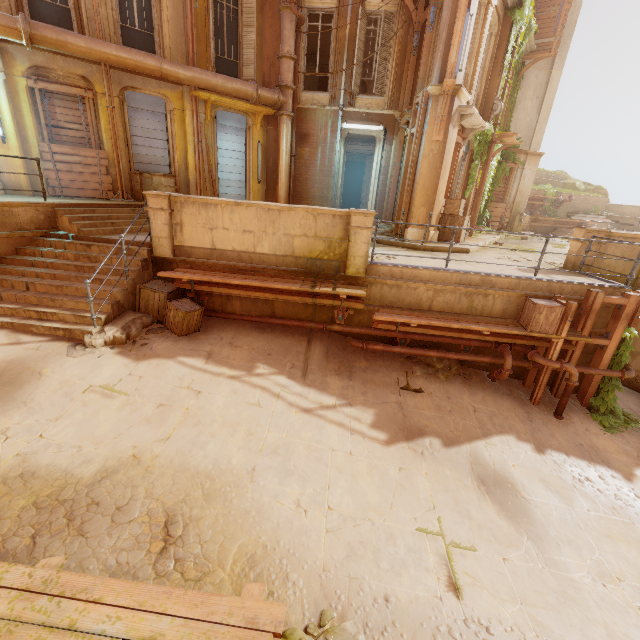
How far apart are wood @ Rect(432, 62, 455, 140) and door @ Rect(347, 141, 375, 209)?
5.9m

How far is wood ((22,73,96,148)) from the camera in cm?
934

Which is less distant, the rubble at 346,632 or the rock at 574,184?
the rubble at 346,632

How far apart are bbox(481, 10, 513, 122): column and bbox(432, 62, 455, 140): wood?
5.4m

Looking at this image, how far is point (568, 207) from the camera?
26.42m

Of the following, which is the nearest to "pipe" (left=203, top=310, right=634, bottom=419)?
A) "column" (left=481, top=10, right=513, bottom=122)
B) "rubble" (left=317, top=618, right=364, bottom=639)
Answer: "rubble" (left=317, top=618, right=364, bottom=639)

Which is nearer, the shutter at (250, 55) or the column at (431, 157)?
the column at (431, 157)

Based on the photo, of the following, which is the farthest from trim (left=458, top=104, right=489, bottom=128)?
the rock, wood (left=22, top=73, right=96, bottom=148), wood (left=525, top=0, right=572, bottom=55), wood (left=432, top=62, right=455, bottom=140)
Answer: the rock
